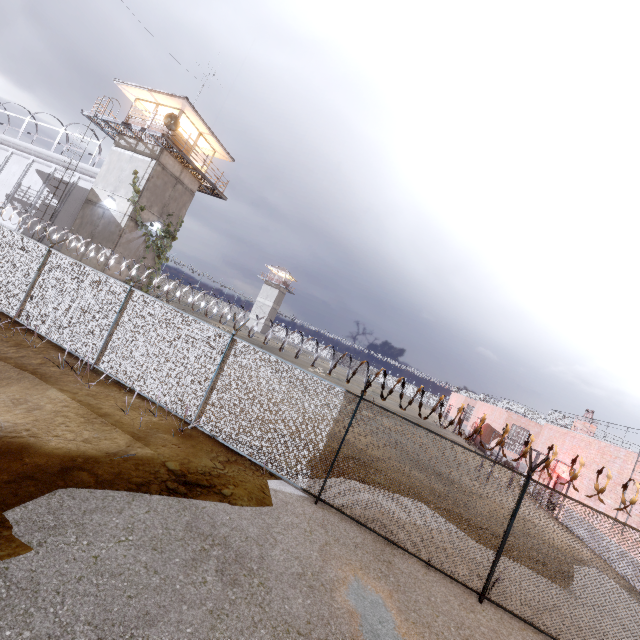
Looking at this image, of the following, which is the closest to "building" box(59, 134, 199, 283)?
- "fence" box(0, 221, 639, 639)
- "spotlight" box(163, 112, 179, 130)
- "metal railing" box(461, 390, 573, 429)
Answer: "spotlight" box(163, 112, 179, 130)

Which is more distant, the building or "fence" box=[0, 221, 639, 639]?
the building

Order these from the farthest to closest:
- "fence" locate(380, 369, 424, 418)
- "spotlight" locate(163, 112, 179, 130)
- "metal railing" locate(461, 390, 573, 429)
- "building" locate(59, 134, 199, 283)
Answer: "metal railing" locate(461, 390, 573, 429) → "building" locate(59, 134, 199, 283) → "spotlight" locate(163, 112, 179, 130) → "fence" locate(380, 369, 424, 418)

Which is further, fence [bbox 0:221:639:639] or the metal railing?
the metal railing

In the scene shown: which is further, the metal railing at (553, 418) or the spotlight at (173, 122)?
the metal railing at (553, 418)

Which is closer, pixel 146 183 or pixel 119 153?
pixel 146 183

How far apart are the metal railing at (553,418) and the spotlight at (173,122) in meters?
35.7 m

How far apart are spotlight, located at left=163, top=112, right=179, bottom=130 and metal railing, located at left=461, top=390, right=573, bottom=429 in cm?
3575
